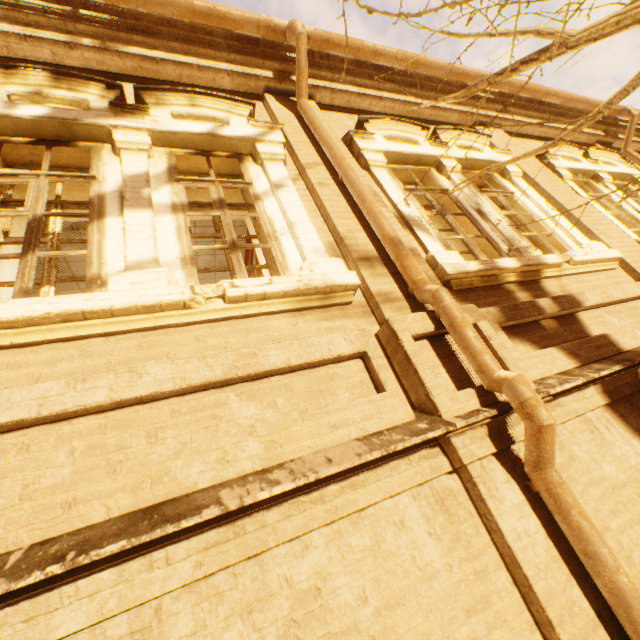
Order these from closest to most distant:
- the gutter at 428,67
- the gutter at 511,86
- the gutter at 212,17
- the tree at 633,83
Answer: the tree at 633,83, the gutter at 212,17, the gutter at 428,67, the gutter at 511,86

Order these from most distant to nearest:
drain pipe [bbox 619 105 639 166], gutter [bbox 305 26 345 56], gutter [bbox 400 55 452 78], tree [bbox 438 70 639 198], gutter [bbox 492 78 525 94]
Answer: drain pipe [bbox 619 105 639 166]
gutter [bbox 492 78 525 94]
gutter [bbox 400 55 452 78]
gutter [bbox 305 26 345 56]
tree [bbox 438 70 639 198]

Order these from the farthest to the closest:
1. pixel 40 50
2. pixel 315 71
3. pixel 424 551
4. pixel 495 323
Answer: pixel 315 71 → pixel 40 50 → pixel 495 323 → pixel 424 551

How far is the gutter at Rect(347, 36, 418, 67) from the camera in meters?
4.5

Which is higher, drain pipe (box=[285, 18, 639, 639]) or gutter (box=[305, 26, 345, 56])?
gutter (box=[305, 26, 345, 56])

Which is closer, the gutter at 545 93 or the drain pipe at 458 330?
the drain pipe at 458 330

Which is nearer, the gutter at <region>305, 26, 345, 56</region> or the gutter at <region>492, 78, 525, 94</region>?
the gutter at <region>305, 26, 345, 56</region>
